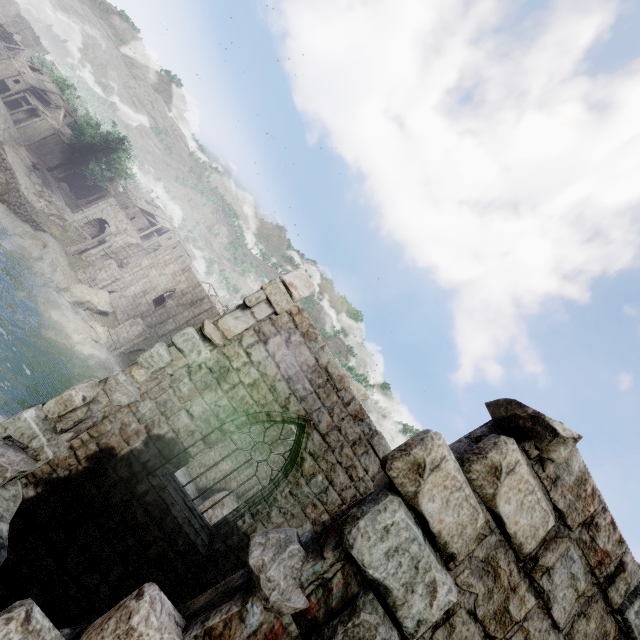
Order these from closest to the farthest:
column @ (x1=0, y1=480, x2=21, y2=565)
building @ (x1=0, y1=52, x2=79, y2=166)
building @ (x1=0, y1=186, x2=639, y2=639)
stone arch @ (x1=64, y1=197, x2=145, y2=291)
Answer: building @ (x1=0, y1=186, x2=639, y2=639) → column @ (x1=0, y1=480, x2=21, y2=565) → stone arch @ (x1=64, y1=197, x2=145, y2=291) → building @ (x1=0, y1=52, x2=79, y2=166)

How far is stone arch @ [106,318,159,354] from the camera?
31.4m

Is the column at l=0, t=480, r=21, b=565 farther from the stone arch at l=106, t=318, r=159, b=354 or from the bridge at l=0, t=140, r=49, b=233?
the bridge at l=0, t=140, r=49, b=233

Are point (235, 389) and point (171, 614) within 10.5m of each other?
yes

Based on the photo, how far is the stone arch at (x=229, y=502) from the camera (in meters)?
24.11

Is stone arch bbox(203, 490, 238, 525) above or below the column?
below

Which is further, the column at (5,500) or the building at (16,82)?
the building at (16,82)

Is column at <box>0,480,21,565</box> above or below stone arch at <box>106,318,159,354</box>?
above
